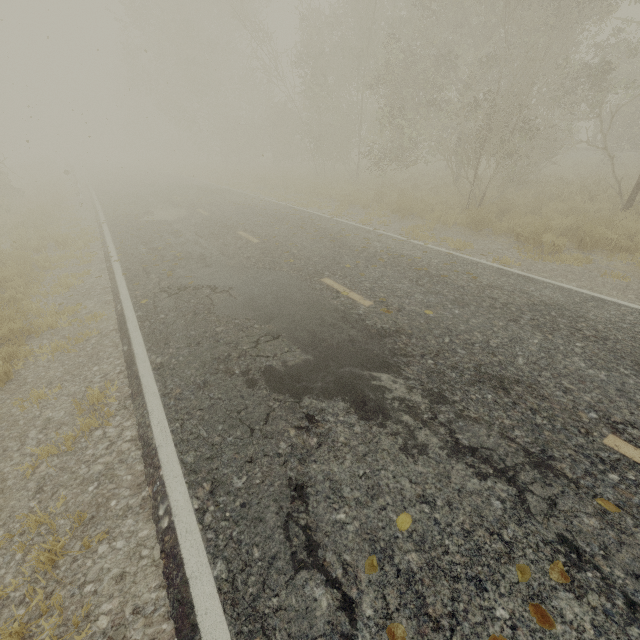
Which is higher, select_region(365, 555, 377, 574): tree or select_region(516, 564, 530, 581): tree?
select_region(516, 564, 530, 581): tree

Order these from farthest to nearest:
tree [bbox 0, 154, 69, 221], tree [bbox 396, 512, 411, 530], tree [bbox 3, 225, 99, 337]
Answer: tree [bbox 0, 154, 69, 221]
tree [bbox 3, 225, 99, 337]
tree [bbox 396, 512, 411, 530]

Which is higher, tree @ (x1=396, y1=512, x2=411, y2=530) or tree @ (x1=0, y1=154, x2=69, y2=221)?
tree @ (x1=0, y1=154, x2=69, y2=221)

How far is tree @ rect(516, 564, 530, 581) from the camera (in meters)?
2.19

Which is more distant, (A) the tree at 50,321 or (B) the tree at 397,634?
(A) the tree at 50,321

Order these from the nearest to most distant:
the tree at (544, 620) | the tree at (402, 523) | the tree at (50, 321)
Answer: the tree at (544, 620), the tree at (402, 523), the tree at (50, 321)

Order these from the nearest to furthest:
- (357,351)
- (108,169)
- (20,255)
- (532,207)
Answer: (357,351) → (20,255) → (532,207) → (108,169)
